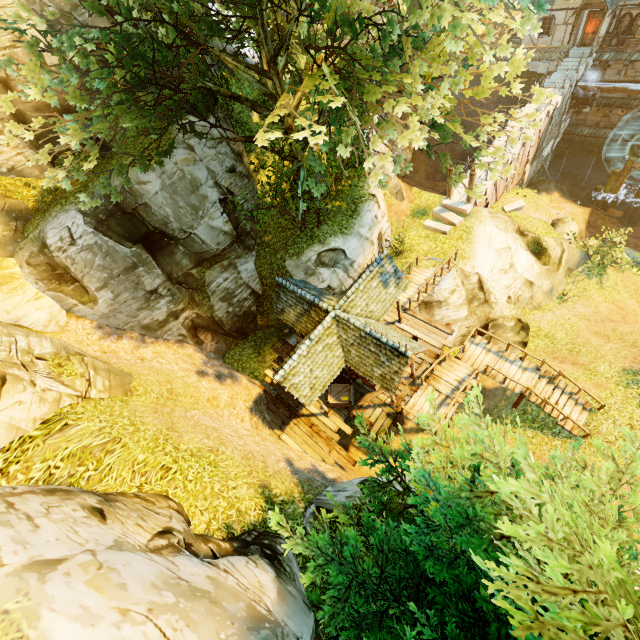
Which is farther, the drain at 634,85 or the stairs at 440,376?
the drain at 634,85

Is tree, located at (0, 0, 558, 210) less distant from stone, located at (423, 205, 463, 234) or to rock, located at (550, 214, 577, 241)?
stone, located at (423, 205, 463, 234)

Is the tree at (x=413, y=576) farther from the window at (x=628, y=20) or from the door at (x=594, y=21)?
the door at (x=594, y=21)

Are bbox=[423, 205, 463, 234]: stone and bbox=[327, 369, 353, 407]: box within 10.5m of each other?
no

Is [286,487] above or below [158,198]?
below

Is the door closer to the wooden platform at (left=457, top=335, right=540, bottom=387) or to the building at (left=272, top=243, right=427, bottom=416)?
the wooden platform at (left=457, top=335, right=540, bottom=387)

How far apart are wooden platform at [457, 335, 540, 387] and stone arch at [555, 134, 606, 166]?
26.18m

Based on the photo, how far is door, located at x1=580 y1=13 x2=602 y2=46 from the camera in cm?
2416
